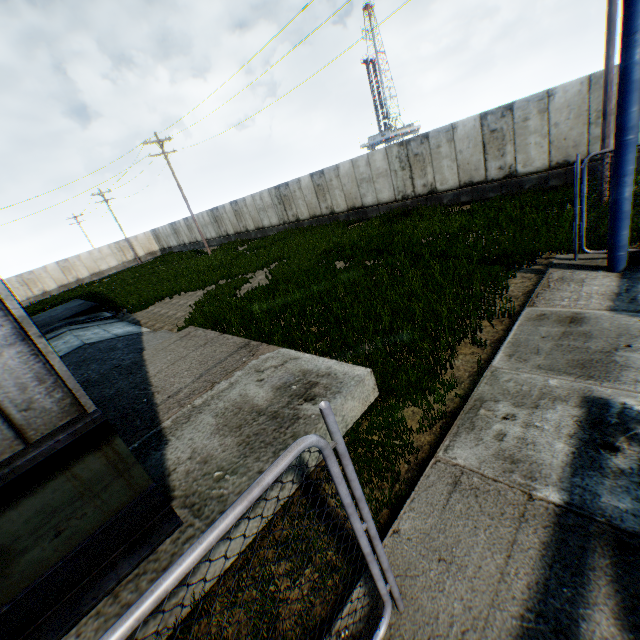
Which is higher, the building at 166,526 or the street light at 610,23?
the street light at 610,23

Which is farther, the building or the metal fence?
the building

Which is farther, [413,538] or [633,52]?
[633,52]

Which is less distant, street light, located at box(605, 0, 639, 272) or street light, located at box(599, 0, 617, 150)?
street light, located at box(605, 0, 639, 272)

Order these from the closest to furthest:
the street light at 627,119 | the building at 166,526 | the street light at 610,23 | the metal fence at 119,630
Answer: the metal fence at 119,630 → the building at 166,526 → the street light at 627,119 → the street light at 610,23

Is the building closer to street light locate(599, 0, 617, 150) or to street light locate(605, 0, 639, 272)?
street light locate(605, 0, 639, 272)

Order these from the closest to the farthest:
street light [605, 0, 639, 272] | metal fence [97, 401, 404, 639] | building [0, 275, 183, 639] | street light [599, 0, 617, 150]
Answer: metal fence [97, 401, 404, 639], building [0, 275, 183, 639], street light [605, 0, 639, 272], street light [599, 0, 617, 150]

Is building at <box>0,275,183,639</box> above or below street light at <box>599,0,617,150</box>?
below
